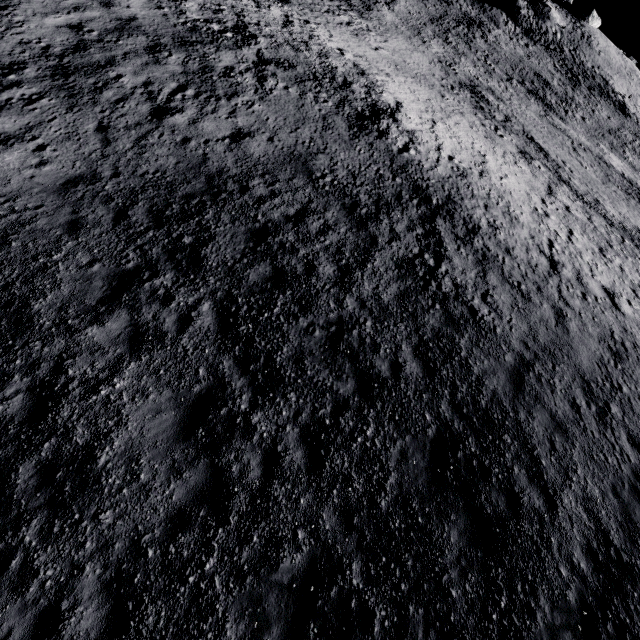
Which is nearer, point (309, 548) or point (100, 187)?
point (309, 548)
